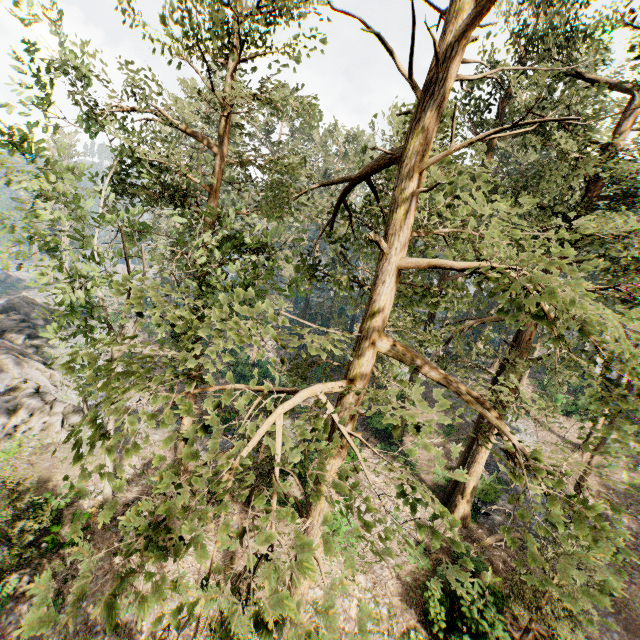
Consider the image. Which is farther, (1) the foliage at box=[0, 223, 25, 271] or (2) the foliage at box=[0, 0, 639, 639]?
(1) the foliage at box=[0, 223, 25, 271]

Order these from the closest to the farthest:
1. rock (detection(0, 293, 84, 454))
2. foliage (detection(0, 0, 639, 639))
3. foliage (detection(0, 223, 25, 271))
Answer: foliage (detection(0, 0, 639, 639))
foliage (detection(0, 223, 25, 271))
rock (detection(0, 293, 84, 454))

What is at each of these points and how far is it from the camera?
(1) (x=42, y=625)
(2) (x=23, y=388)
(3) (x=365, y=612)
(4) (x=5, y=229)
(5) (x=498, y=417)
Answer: (1) foliage, 2.40m
(2) rock, 23.14m
(3) foliage, 2.78m
(4) foliage, 10.00m
(5) foliage, 6.67m

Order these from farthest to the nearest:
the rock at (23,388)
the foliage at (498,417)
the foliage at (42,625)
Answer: the rock at (23,388), the foliage at (498,417), the foliage at (42,625)

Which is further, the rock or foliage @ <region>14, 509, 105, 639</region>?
the rock

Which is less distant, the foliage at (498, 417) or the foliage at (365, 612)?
the foliage at (365, 612)

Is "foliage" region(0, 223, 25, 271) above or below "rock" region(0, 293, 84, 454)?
above
